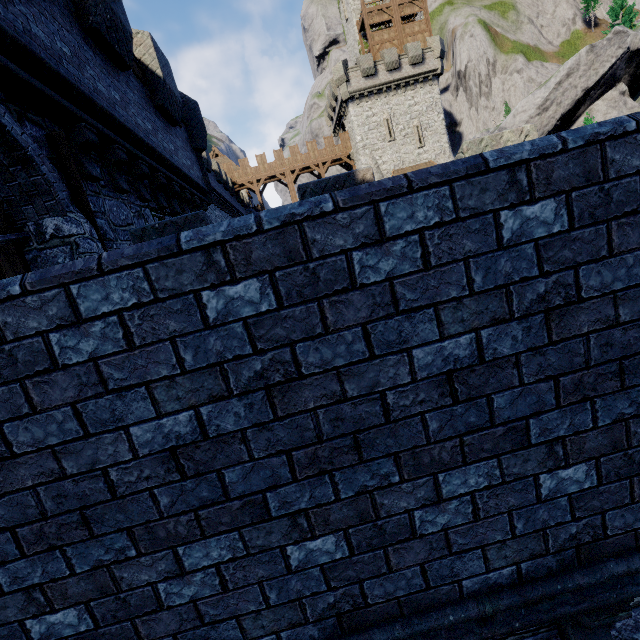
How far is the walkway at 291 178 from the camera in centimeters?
3744cm

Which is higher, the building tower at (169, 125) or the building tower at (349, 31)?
the building tower at (349, 31)

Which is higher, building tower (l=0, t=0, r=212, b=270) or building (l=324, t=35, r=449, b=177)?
building (l=324, t=35, r=449, b=177)

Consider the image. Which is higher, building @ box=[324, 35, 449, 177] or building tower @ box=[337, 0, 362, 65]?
building tower @ box=[337, 0, 362, 65]

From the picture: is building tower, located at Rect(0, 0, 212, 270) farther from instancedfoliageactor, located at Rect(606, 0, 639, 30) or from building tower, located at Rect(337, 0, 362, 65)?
instancedfoliageactor, located at Rect(606, 0, 639, 30)

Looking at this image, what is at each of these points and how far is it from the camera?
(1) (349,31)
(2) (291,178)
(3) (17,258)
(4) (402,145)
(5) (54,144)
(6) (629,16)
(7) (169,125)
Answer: (1) building tower, 37.5 meters
(2) walkway, 37.7 meters
(3) double door, 4.8 meters
(4) building, 34.8 meters
(5) double door, 5.0 meters
(6) instancedfoliageactor, 42.5 meters
(7) building tower, 10.0 meters

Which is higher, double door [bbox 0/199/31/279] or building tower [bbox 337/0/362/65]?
building tower [bbox 337/0/362/65]

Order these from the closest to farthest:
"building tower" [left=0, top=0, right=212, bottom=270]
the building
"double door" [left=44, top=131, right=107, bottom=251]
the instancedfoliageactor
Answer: "building tower" [left=0, top=0, right=212, bottom=270] → "double door" [left=44, top=131, right=107, bottom=251] → the building → the instancedfoliageactor
